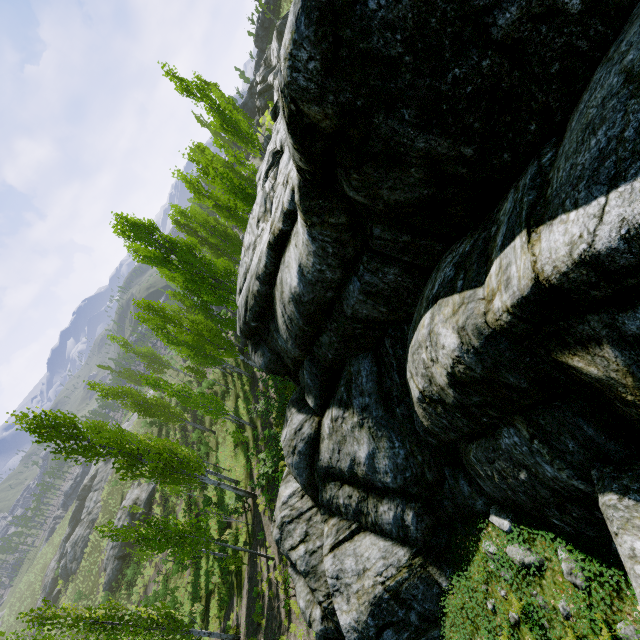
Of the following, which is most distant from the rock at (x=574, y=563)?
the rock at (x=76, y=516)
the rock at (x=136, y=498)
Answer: the rock at (x=76, y=516)

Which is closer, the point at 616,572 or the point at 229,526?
the point at 616,572

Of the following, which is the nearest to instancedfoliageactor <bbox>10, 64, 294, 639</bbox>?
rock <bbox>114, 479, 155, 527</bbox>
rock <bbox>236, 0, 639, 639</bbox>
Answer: rock <bbox>236, 0, 639, 639</bbox>

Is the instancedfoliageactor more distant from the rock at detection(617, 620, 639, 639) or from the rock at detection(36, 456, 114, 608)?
the rock at detection(36, 456, 114, 608)

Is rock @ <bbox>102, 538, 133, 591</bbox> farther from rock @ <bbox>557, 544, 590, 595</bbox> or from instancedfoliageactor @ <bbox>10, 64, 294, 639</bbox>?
rock @ <bbox>557, 544, 590, 595</bbox>

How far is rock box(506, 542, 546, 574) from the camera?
4.50m

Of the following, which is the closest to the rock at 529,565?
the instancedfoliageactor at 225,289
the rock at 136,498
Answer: the instancedfoliageactor at 225,289

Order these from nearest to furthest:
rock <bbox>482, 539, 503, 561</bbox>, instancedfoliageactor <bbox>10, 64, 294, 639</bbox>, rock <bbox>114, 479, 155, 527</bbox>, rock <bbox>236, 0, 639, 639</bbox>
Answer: rock <bbox>236, 0, 639, 639</bbox>
rock <bbox>482, 539, 503, 561</bbox>
instancedfoliageactor <bbox>10, 64, 294, 639</bbox>
rock <bbox>114, 479, 155, 527</bbox>
